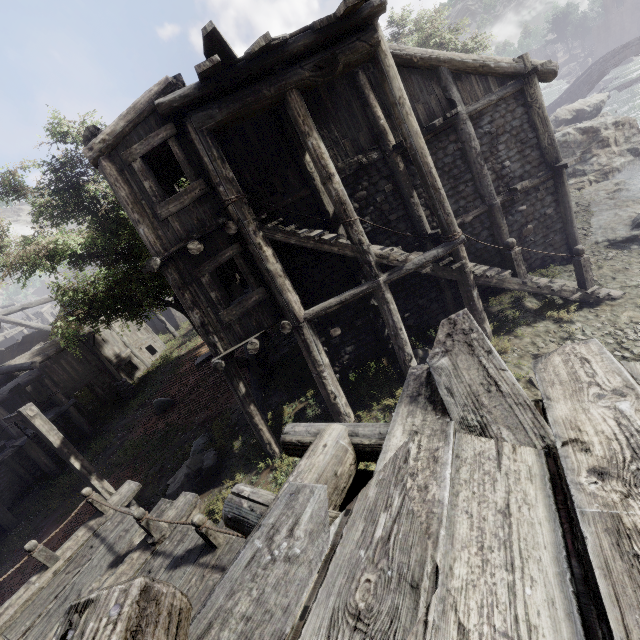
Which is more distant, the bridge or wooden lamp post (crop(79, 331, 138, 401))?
the bridge

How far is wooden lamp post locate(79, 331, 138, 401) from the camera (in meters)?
19.25

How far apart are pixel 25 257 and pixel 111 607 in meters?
13.1

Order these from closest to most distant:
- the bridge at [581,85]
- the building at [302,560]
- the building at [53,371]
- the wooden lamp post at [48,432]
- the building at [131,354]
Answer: the building at [302,560] → the wooden lamp post at [48,432] → the building at [53,371] → the building at [131,354] → the bridge at [581,85]

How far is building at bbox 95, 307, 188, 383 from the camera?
22.6m

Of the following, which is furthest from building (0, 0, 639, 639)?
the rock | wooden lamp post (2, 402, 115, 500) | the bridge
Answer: the bridge

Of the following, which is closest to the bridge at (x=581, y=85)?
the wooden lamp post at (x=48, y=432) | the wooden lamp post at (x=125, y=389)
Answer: the wooden lamp post at (x=125, y=389)

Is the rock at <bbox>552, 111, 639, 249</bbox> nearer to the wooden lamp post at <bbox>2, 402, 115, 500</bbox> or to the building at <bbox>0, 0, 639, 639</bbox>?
the building at <bbox>0, 0, 639, 639</bbox>
